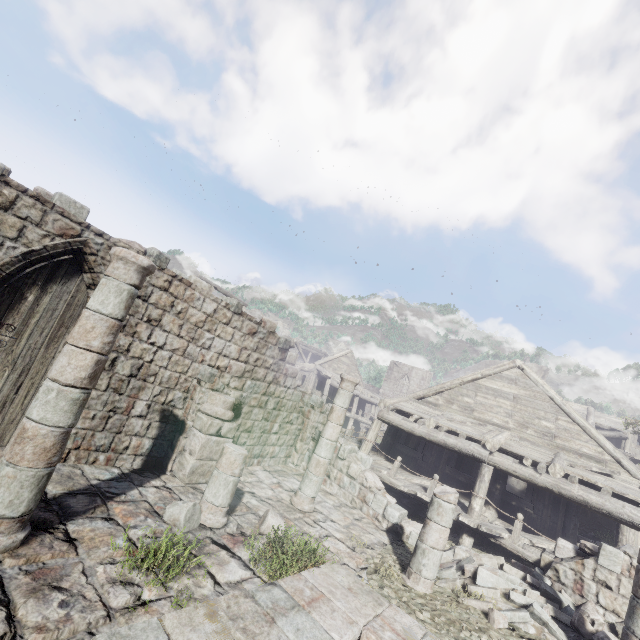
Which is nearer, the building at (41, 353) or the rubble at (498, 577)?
the building at (41, 353)

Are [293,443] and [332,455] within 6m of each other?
yes

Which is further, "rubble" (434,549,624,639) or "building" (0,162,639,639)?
"rubble" (434,549,624,639)
